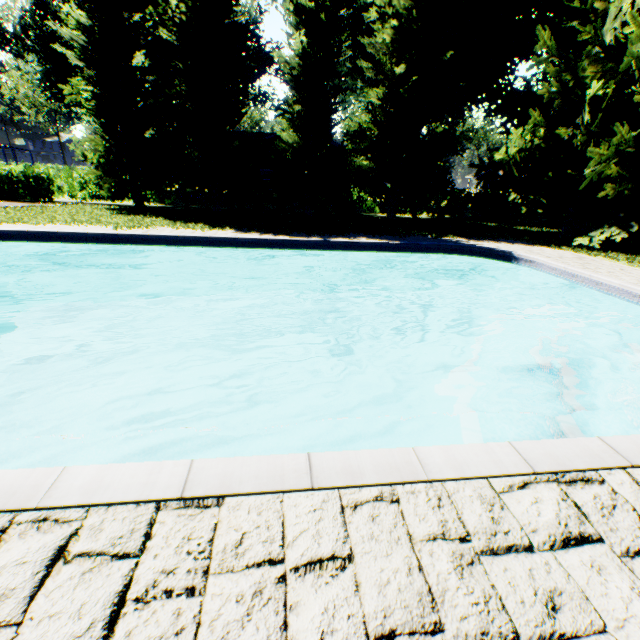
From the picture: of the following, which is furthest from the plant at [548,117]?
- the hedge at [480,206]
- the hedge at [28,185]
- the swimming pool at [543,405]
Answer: the swimming pool at [543,405]

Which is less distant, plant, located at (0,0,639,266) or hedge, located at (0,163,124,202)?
plant, located at (0,0,639,266)

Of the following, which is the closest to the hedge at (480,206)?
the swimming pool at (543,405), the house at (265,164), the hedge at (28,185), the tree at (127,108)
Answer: the tree at (127,108)

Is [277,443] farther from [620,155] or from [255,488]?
[620,155]

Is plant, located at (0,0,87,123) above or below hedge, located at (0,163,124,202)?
above

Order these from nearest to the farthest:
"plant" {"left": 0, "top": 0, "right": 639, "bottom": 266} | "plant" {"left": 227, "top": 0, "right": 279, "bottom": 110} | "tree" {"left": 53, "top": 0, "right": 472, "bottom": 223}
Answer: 1. "plant" {"left": 0, "top": 0, "right": 639, "bottom": 266}
2. "tree" {"left": 53, "top": 0, "right": 472, "bottom": 223}
3. "plant" {"left": 227, "top": 0, "right": 279, "bottom": 110}

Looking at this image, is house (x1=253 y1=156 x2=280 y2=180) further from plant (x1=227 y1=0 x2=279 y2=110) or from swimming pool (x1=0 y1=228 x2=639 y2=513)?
swimming pool (x1=0 y1=228 x2=639 y2=513)

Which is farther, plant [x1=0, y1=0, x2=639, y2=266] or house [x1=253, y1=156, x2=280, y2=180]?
house [x1=253, y1=156, x2=280, y2=180]
